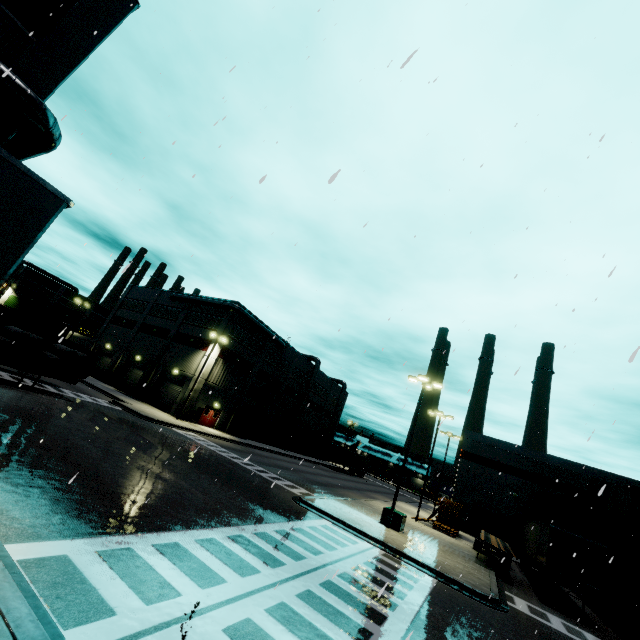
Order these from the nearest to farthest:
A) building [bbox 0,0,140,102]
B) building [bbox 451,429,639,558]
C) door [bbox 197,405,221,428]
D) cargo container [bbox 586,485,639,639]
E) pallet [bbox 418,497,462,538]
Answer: building [bbox 0,0,140,102] < cargo container [bbox 586,485,639,639] < pallet [bbox 418,497,462,538] < building [bbox 451,429,639,558] < door [bbox 197,405,221,428]

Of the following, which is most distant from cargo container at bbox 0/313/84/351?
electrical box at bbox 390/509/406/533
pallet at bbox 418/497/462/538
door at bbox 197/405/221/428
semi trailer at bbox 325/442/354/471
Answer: semi trailer at bbox 325/442/354/471

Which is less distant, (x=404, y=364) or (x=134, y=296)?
(x=404, y=364)

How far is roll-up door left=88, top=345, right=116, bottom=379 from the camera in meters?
45.5 m

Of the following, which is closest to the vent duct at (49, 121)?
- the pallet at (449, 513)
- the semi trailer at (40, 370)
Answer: the semi trailer at (40, 370)

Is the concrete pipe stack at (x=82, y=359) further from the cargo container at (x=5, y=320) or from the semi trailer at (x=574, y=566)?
the cargo container at (x=5, y=320)

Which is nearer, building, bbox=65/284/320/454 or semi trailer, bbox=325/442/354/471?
building, bbox=65/284/320/454

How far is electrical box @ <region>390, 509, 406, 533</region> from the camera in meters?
20.2
